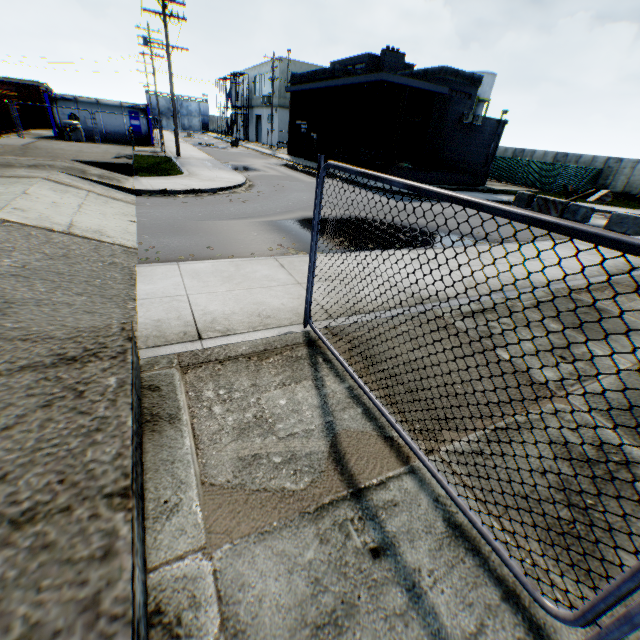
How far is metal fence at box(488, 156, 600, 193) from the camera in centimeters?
2897cm

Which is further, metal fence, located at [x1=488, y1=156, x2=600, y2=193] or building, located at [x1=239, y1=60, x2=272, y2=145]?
building, located at [x1=239, y1=60, x2=272, y2=145]

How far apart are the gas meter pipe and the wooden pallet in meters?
19.4

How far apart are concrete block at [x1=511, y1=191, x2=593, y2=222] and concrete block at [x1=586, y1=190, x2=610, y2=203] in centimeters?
1138cm

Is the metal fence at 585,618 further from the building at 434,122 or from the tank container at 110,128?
the tank container at 110,128

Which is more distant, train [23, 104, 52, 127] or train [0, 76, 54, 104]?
train [23, 104, 52, 127]

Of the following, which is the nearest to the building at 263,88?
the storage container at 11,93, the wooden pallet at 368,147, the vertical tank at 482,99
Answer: the vertical tank at 482,99

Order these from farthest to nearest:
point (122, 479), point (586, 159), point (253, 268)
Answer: point (586, 159) < point (253, 268) < point (122, 479)
